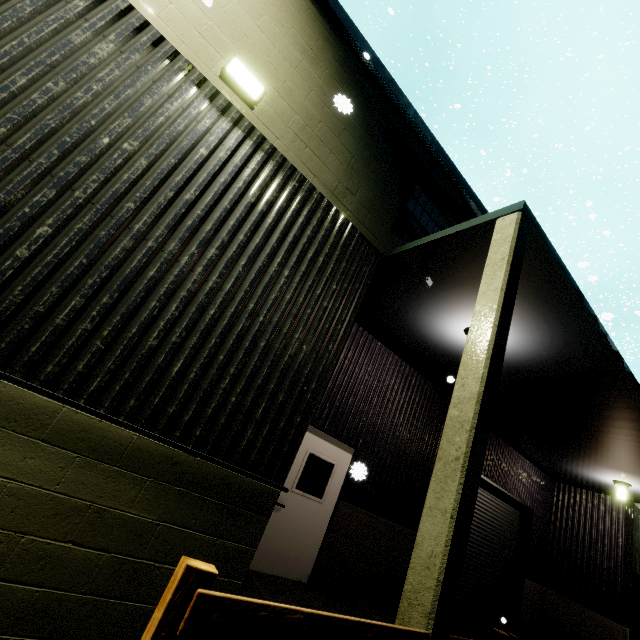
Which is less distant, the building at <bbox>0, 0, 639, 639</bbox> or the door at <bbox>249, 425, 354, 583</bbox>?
the building at <bbox>0, 0, 639, 639</bbox>

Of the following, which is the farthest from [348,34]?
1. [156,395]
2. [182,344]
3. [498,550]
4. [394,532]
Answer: [498,550]

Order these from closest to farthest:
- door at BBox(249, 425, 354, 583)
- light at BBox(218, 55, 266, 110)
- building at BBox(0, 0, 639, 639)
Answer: building at BBox(0, 0, 639, 639) < light at BBox(218, 55, 266, 110) < door at BBox(249, 425, 354, 583)

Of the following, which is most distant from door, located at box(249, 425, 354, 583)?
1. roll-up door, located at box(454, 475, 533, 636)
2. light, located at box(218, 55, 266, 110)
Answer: light, located at box(218, 55, 266, 110)

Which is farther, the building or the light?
the light

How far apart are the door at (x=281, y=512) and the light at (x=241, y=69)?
5.13m

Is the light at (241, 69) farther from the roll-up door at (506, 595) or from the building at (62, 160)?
the roll-up door at (506, 595)

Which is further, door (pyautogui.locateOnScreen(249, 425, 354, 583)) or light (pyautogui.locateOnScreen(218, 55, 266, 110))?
door (pyautogui.locateOnScreen(249, 425, 354, 583))
